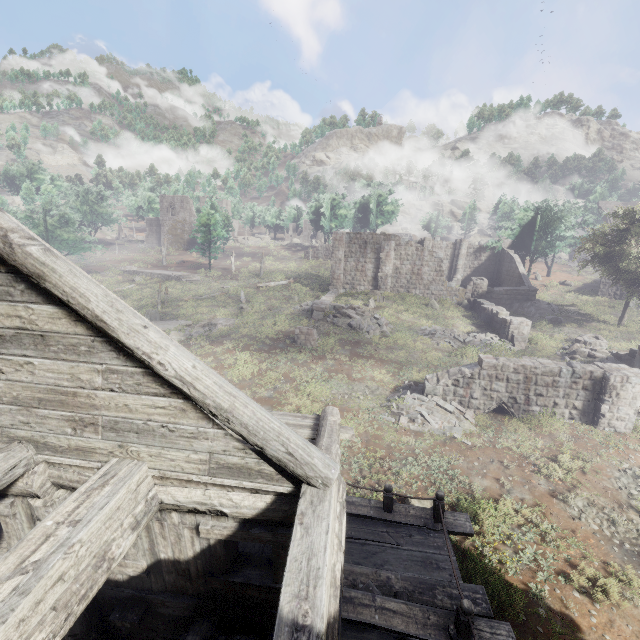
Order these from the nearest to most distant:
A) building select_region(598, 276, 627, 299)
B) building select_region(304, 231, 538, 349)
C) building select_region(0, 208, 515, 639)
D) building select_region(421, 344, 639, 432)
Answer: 1. building select_region(0, 208, 515, 639)
2. building select_region(421, 344, 639, 432)
3. building select_region(304, 231, 538, 349)
4. building select_region(598, 276, 627, 299)

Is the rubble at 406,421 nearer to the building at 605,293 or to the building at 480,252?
the building at 480,252

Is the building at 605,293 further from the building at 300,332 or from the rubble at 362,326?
the building at 300,332

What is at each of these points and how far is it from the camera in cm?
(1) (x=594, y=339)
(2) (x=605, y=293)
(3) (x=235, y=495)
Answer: (1) building, 2241
(2) building, 3484
(3) building, 427

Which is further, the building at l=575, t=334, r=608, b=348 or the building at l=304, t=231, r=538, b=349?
the building at l=304, t=231, r=538, b=349

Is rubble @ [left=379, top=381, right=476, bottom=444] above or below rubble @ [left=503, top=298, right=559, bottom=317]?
below

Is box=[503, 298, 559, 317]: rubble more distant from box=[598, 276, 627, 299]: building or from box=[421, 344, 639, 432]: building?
box=[598, 276, 627, 299]: building

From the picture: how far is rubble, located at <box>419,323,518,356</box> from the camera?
21.1m
